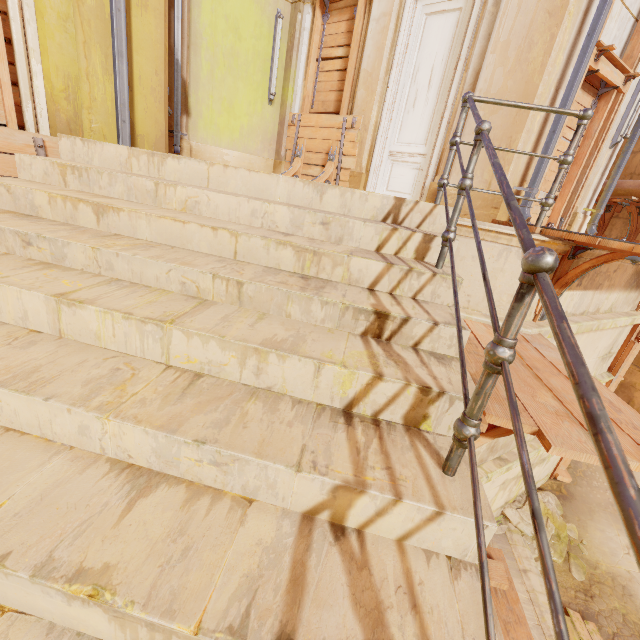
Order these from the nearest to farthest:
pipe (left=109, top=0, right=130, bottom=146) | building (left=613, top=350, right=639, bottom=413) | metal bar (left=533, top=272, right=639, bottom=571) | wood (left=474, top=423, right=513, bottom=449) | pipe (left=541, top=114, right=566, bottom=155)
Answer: metal bar (left=533, top=272, right=639, bottom=571), wood (left=474, top=423, right=513, bottom=449), pipe (left=109, top=0, right=130, bottom=146), pipe (left=541, top=114, right=566, bottom=155), building (left=613, top=350, right=639, bottom=413)

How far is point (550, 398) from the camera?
2.09m

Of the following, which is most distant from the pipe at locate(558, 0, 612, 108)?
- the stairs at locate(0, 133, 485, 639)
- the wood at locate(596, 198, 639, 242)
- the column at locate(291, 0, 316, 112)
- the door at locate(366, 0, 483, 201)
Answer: the wood at locate(596, 198, 639, 242)

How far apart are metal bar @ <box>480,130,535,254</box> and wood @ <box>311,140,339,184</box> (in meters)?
4.89

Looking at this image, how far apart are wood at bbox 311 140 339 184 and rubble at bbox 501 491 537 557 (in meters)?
7.22

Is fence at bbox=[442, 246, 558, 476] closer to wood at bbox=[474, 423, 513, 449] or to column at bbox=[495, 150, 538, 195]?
wood at bbox=[474, 423, 513, 449]

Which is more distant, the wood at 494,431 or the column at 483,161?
the column at 483,161

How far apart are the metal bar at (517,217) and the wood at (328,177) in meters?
4.9 m
